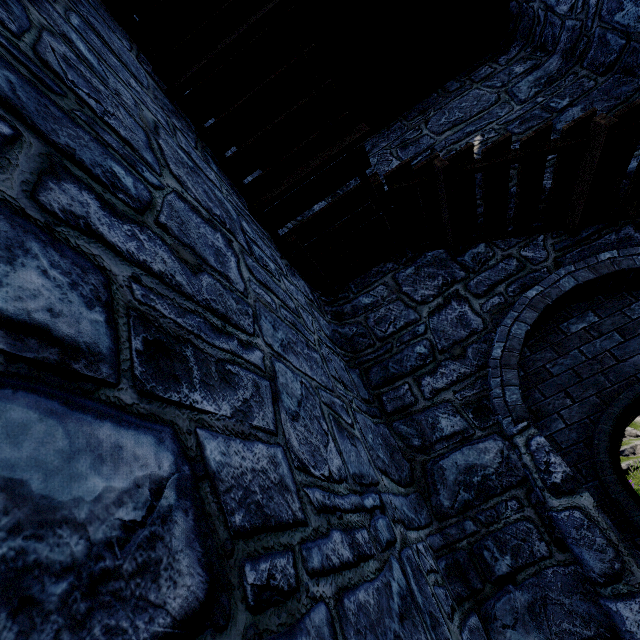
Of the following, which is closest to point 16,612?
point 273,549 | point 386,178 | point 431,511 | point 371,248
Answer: Result: point 273,549
